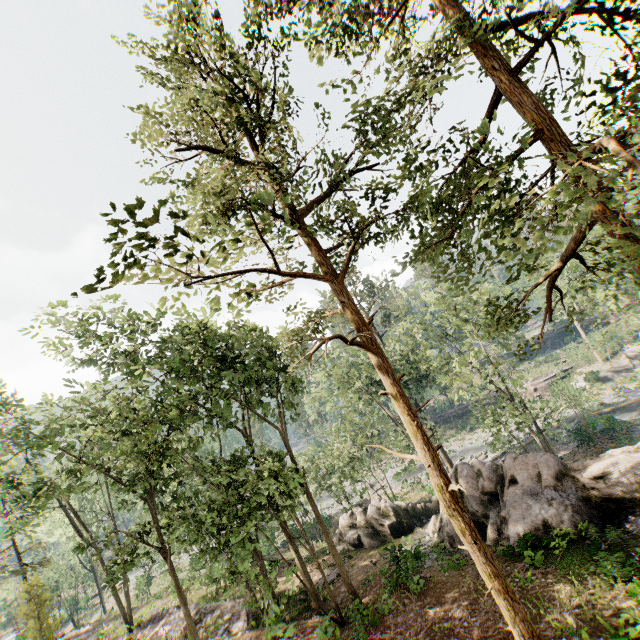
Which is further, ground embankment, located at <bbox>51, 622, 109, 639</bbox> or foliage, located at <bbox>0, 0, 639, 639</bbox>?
ground embankment, located at <bbox>51, 622, 109, 639</bbox>

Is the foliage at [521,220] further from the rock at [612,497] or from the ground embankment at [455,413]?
the rock at [612,497]

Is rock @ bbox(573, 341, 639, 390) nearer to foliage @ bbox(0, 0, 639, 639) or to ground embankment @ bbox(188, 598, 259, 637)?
foliage @ bbox(0, 0, 639, 639)

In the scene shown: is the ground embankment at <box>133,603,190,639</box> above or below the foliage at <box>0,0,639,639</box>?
below

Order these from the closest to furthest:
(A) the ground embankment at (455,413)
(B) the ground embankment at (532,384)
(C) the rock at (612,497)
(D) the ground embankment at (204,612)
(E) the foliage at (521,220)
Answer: (E) the foliage at (521,220) < (C) the rock at (612,497) < (D) the ground embankment at (204,612) < (B) the ground embankment at (532,384) < (A) the ground embankment at (455,413)

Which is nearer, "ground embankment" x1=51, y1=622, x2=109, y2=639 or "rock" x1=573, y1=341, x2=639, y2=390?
"ground embankment" x1=51, y1=622, x2=109, y2=639

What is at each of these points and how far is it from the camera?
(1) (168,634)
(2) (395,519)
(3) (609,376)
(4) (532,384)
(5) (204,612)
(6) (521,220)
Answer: (1) ground embankment, 20.89m
(2) rock, 24.14m
(3) rock, 44.12m
(4) ground embankment, 50.09m
(5) ground embankment, 21.03m
(6) foliage, 5.45m

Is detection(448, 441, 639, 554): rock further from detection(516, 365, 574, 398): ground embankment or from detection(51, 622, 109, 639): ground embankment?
detection(516, 365, 574, 398): ground embankment
